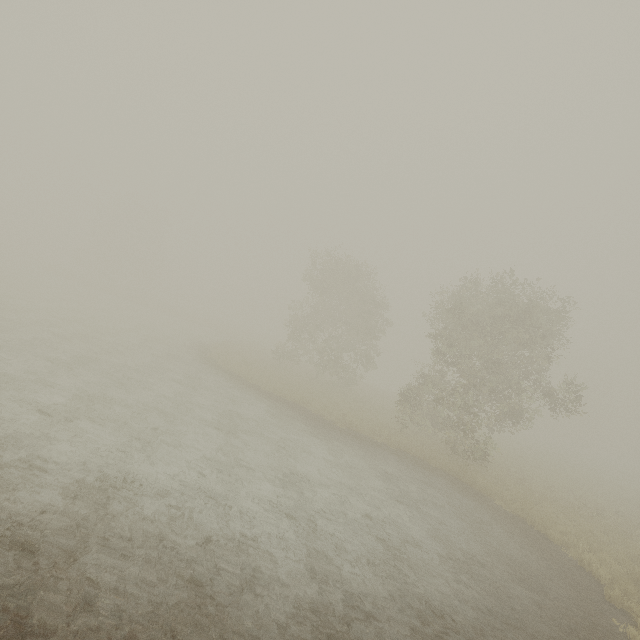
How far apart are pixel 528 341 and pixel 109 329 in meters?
26.8 m
